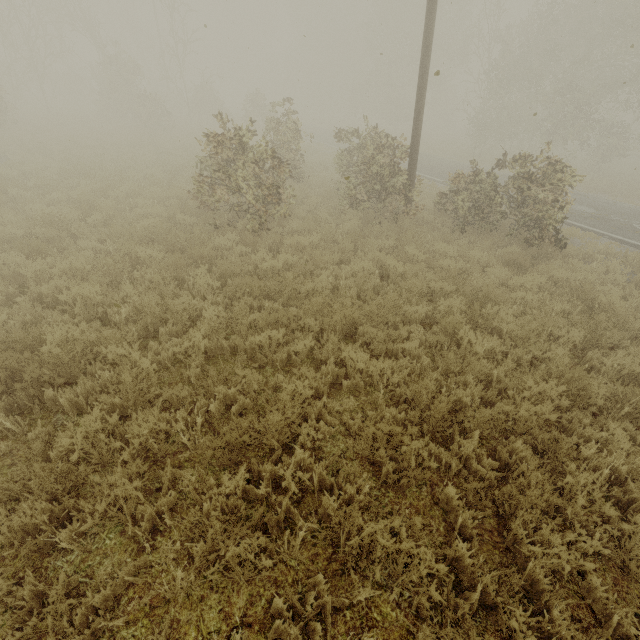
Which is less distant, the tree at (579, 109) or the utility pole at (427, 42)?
the tree at (579, 109)

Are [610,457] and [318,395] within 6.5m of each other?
yes

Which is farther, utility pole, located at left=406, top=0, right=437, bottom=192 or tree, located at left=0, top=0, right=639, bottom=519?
utility pole, located at left=406, top=0, right=437, bottom=192
